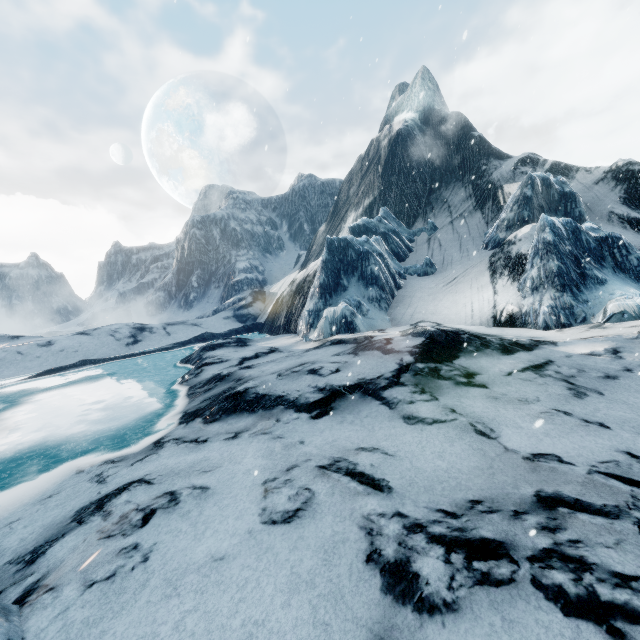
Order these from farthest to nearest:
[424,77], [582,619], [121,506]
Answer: [424,77] → [121,506] → [582,619]
